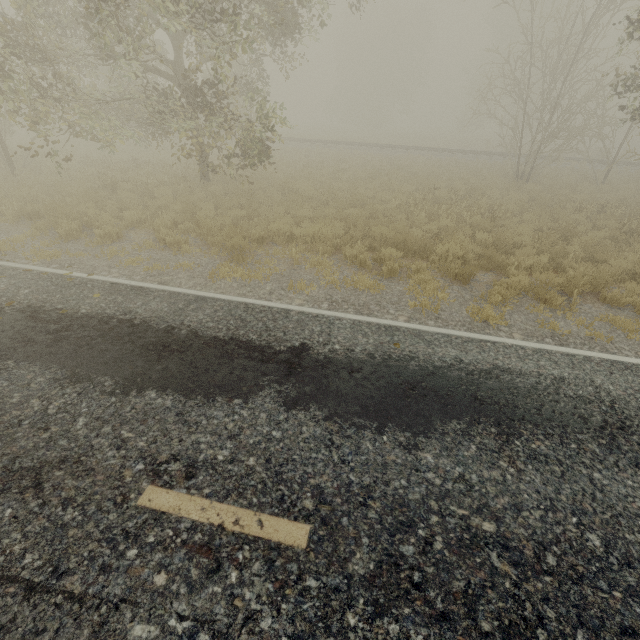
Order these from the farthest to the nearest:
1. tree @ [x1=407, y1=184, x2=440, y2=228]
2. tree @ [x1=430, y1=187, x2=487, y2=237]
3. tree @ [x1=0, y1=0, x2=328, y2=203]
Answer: tree @ [x1=407, y1=184, x2=440, y2=228] < tree @ [x1=430, y1=187, x2=487, y2=237] < tree @ [x1=0, y1=0, x2=328, y2=203]

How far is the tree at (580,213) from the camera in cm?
1138

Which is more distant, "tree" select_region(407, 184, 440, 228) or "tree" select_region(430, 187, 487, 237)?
"tree" select_region(407, 184, 440, 228)

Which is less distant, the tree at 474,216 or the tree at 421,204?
the tree at 474,216

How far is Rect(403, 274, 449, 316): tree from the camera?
6.3m

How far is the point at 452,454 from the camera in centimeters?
333cm
